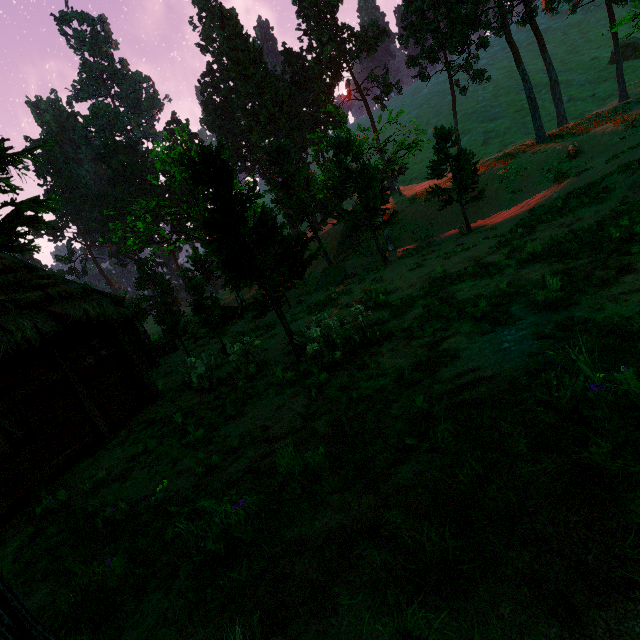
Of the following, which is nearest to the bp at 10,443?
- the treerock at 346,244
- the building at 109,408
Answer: the building at 109,408

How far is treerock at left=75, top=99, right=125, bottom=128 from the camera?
57.2m

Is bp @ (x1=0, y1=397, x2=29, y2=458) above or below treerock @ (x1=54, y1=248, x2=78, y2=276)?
below

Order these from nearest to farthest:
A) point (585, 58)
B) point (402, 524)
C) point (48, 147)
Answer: point (402, 524)
point (48, 147)
point (585, 58)

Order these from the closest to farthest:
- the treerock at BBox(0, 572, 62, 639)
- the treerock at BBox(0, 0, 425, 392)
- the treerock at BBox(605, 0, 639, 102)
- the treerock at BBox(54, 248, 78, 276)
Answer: the treerock at BBox(0, 572, 62, 639) < the treerock at BBox(0, 0, 425, 392) < the treerock at BBox(605, 0, 639, 102) < the treerock at BBox(54, 248, 78, 276)

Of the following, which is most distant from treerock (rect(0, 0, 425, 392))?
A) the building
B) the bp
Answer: the bp

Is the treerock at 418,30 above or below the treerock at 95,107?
below
